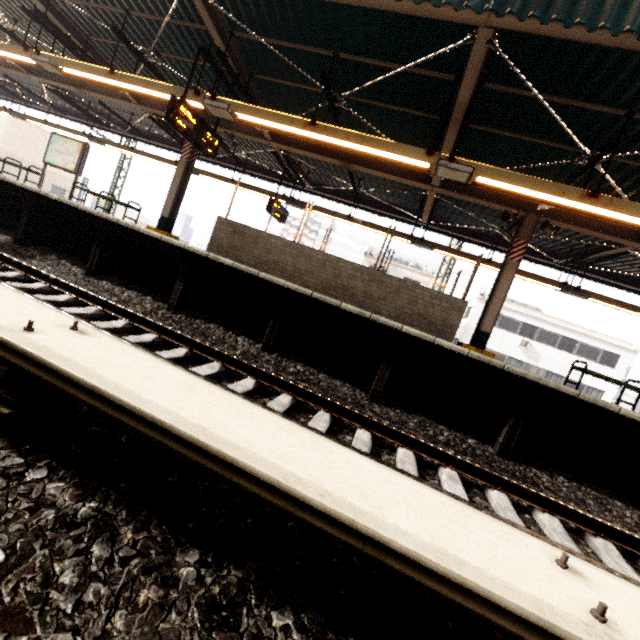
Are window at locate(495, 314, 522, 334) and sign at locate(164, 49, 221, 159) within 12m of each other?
no

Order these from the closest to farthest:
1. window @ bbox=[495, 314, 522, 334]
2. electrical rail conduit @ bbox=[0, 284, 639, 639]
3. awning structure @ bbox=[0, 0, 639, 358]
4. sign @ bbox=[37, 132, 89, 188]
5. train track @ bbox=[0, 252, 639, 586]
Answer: electrical rail conduit @ bbox=[0, 284, 639, 639] → train track @ bbox=[0, 252, 639, 586] → awning structure @ bbox=[0, 0, 639, 358] → sign @ bbox=[37, 132, 89, 188] → window @ bbox=[495, 314, 522, 334]

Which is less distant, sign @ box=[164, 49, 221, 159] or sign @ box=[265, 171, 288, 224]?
sign @ box=[164, 49, 221, 159]

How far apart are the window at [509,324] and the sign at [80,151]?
27.8 meters

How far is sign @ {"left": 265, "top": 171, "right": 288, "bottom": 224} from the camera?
11.38m

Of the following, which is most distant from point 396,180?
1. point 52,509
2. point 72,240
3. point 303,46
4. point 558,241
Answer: point 52,509

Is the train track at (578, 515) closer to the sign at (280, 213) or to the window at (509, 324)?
the sign at (280, 213)

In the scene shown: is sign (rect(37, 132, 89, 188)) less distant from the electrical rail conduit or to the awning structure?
the awning structure
